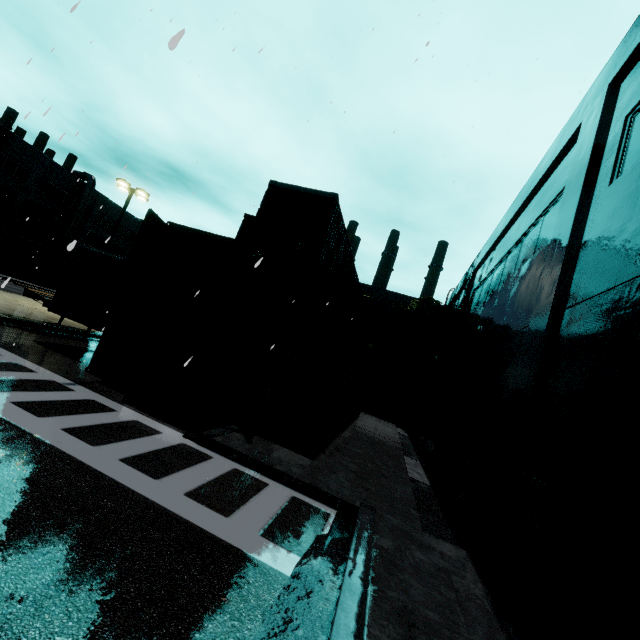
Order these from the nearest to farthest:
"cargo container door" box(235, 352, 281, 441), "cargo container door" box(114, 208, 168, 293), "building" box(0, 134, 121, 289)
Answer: "cargo container door" box(235, 352, 281, 441)
"cargo container door" box(114, 208, 168, 293)
"building" box(0, 134, 121, 289)

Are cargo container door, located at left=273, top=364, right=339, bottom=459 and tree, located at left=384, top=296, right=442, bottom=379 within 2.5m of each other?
no

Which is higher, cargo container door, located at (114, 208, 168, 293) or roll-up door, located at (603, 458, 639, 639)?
cargo container door, located at (114, 208, 168, 293)

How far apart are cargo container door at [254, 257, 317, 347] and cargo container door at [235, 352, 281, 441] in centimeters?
38cm

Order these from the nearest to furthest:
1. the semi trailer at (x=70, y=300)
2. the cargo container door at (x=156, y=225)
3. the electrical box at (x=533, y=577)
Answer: the electrical box at (x=533, y=577) → the cargo container door at (x=156, y=225) → the semi trailer at (x=70, y=300)

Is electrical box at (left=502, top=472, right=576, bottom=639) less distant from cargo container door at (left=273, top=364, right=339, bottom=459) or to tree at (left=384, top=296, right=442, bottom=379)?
cargo container door at (left=273, top=364, right=339, bottom=459)

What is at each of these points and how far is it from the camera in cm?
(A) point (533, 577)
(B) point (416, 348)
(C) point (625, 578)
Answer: (A) electrical box, 411
(B) tree, 2759
(C) roll-up door, 302

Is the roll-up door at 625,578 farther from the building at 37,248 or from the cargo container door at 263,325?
the cargo container door at 263,325
